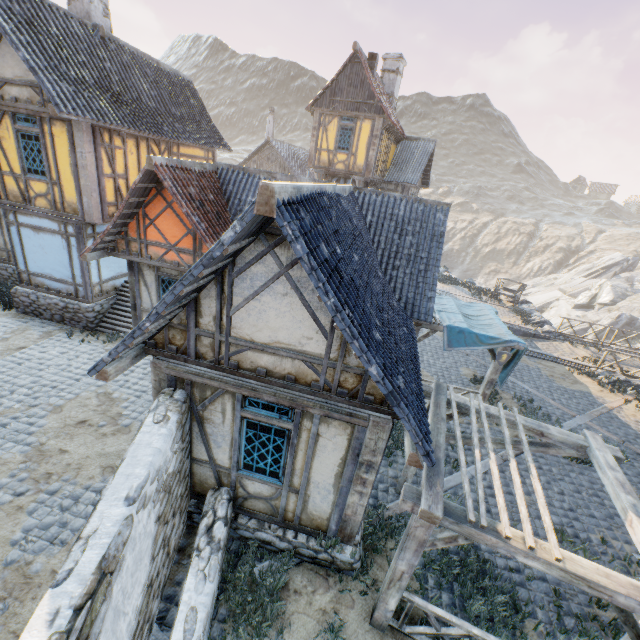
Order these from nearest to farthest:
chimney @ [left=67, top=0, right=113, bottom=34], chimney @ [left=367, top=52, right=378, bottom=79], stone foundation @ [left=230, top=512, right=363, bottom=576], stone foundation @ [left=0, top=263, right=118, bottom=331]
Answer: stone foundation @ [left=230, top=512, right=363, bottom=576], chimney @ [left=67, top=0, right=113, bottom=34], stone foundation @ [left=0, top=263, right=118, bottom=331], chimney @ [left=367, top=52, right=378, bottom=79]

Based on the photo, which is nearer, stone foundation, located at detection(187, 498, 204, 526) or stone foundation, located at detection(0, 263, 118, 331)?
stone foundation, located at detection(187, 498, 204, 526)

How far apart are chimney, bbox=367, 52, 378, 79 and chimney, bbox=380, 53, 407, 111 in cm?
459

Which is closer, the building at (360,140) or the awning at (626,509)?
the awning at (626,509)

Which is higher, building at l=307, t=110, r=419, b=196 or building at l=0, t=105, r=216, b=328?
building at l=307, t=110, r=419, b=196

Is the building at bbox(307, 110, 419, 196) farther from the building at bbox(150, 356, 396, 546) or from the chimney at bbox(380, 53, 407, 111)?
the building at bbox(150, 356, 396, 546)

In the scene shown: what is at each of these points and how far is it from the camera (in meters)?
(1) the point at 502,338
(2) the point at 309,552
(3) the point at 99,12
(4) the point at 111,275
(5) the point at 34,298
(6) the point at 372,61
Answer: (1) fabric, 9.59
(2) stone foundation, 5.96
(3) chimney, 11.35
(4) building, 12.52
(5) stone foundation, 11.91
(6) chimney, 18.08

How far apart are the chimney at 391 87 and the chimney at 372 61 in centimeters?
459cm
